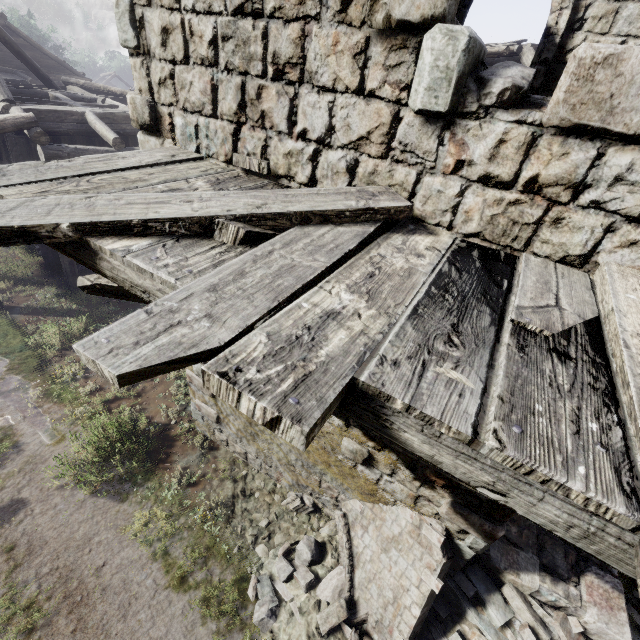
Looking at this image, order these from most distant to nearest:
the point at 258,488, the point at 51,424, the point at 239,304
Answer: the point at 51,424, the point at 258,488, the point at 239,304

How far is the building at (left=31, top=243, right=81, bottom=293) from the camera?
11.9 meters

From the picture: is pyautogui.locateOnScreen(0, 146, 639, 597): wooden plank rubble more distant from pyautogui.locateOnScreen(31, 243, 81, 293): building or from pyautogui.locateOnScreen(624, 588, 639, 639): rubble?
pyautogui.locateOnScreen(624, 588, 639, 639): rubble

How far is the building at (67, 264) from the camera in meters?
11.9 m

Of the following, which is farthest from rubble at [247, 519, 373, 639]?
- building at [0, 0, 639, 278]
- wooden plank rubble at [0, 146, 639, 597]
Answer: wooden plank rubble at [0, 146, 639, 597]

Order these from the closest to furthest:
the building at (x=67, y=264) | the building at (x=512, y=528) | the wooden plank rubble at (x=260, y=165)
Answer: the wooden plank rubble at (x=260, y=165)
the building at (x=512, y=528)
the building at (x=67, y=264)

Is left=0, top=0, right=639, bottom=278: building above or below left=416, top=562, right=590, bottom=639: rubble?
above
